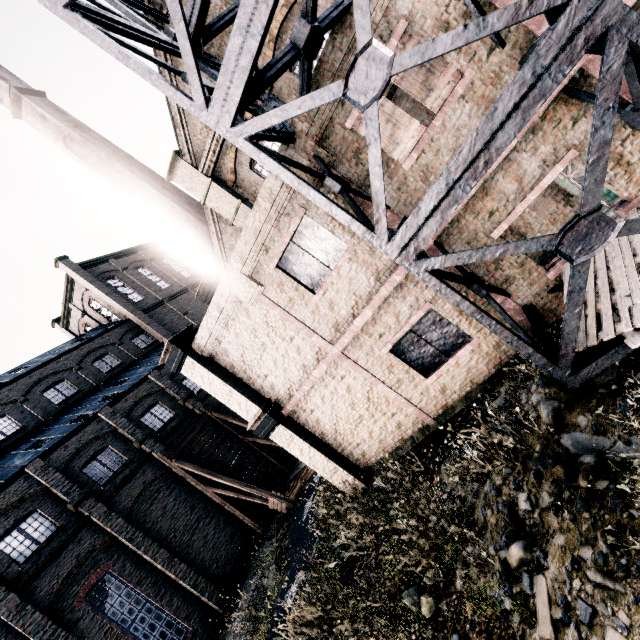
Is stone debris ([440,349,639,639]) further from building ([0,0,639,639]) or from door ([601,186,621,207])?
door ([601,186,621,207])

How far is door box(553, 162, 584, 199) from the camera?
10.3m

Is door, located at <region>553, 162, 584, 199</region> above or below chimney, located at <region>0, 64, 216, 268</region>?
below

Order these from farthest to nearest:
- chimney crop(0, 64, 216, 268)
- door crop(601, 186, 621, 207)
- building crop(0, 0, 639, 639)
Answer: chimney crop(0, 64, 216, 268) < door crop(601, 186, 621, 207) < building crop(0, 0, 639, 639)

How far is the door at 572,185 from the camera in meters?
10.3

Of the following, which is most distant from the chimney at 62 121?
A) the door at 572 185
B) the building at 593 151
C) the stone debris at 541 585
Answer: the door at 572 185

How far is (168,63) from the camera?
6.9 meters
